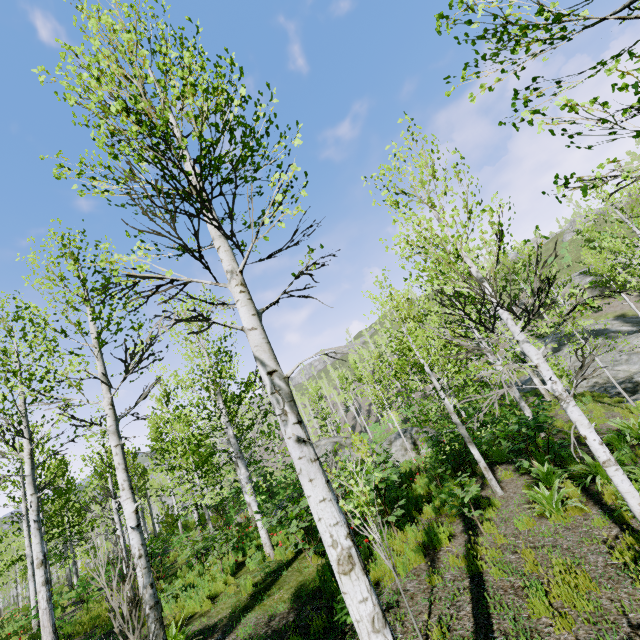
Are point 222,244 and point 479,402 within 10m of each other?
no

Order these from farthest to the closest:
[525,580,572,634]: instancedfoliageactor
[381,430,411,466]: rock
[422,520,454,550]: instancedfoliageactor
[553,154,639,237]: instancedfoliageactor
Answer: [381,430,411,466]: rock, [422,520,454,550]: instancedfoliageactor, [525,580,572,634]: instancedfoliageactor, [553,154,639,237]: instancedfoliageactor

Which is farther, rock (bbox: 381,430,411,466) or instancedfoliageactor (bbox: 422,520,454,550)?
rock (bbox: 381,430,411,466)

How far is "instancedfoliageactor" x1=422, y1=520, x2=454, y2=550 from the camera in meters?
6.9

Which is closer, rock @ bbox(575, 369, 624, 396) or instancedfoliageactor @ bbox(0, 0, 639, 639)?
instancedfoliageactor @ bbox(0, 0, 639, 639)

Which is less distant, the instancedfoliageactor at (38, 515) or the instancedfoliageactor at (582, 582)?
the instancedfoliageactor at (38, 515)

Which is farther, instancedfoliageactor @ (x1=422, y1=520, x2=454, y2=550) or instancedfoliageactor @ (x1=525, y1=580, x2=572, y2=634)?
instancedfoliageactor @ (x1=422, y1=520, x2=454, y2=550)

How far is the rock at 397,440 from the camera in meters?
15.3
